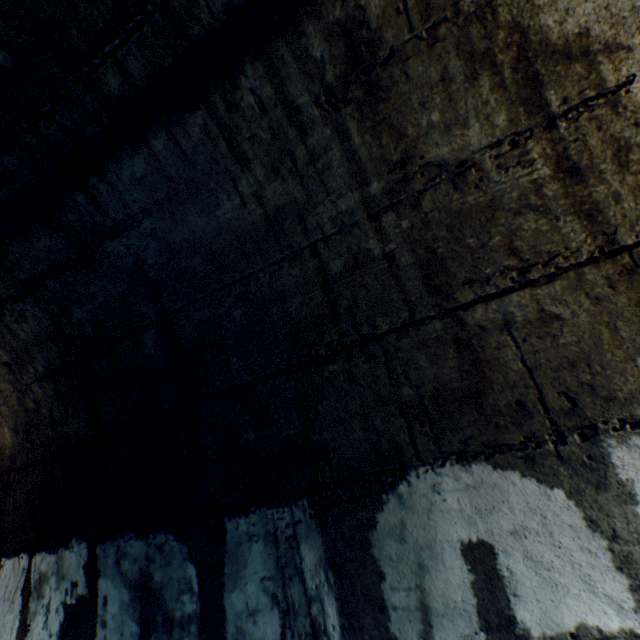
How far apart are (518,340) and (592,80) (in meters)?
0.59
